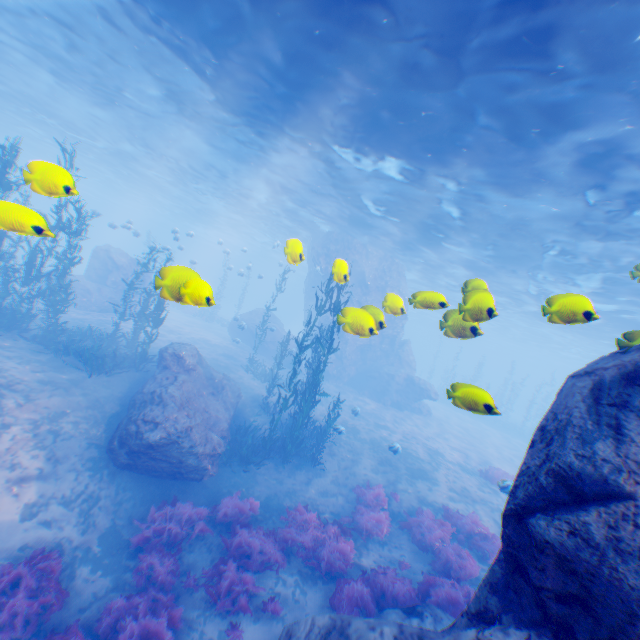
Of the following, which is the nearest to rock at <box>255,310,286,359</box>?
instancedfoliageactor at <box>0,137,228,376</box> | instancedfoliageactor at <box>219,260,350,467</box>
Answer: instancedfoliageactor at <box>0,137,228,376</box>

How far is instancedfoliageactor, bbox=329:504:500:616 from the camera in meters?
7.4 m

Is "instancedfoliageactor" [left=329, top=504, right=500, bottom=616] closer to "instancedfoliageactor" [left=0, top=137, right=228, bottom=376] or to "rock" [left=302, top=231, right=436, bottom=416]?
"rock" [left=302, top=231, right=436, bottom=416]

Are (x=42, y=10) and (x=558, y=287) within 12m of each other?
no

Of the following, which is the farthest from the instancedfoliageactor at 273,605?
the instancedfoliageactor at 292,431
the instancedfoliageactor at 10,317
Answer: the instancedfoliageactor at 10,317

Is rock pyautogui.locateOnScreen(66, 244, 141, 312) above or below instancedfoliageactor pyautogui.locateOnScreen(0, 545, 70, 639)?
above

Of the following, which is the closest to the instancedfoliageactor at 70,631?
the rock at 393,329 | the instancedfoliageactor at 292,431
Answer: the rock at 393,329
